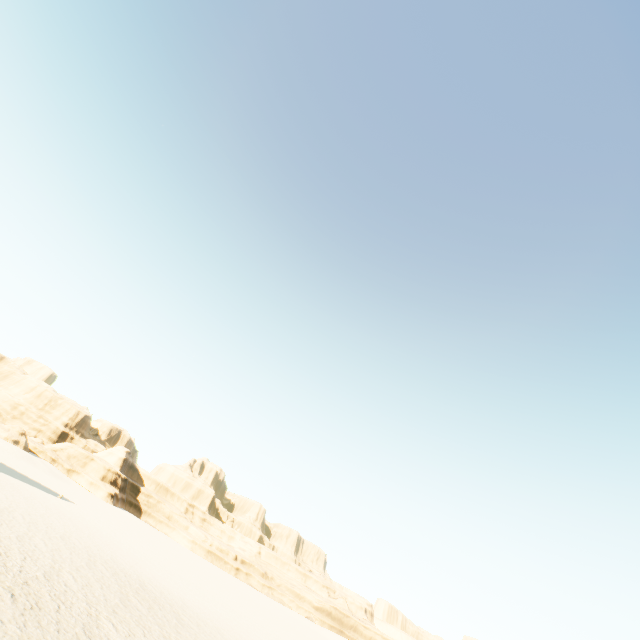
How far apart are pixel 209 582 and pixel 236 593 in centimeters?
816cm
